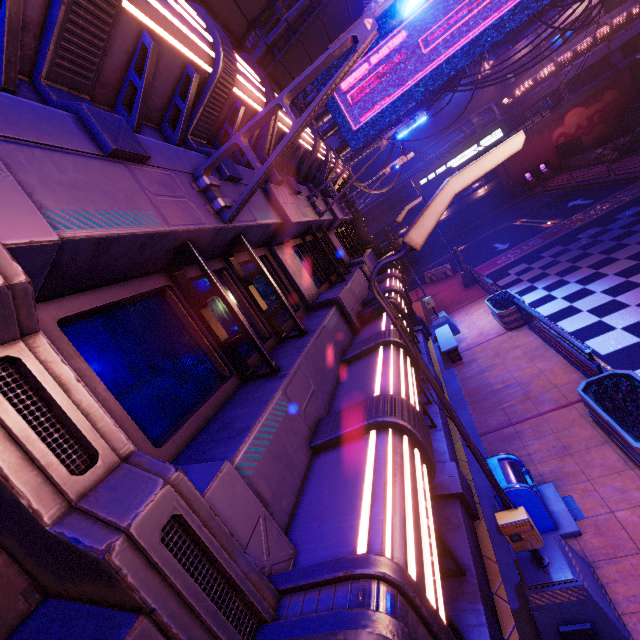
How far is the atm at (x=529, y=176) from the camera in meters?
36.2

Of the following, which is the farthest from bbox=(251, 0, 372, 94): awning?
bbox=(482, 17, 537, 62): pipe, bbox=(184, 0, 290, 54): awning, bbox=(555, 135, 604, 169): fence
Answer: bbox=(555, 135, 604, 169): fence

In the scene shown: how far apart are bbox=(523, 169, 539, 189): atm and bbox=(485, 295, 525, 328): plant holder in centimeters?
3076cm

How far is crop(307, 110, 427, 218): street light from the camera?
7.1m

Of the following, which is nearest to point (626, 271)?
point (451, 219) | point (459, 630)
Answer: point (459, 630)

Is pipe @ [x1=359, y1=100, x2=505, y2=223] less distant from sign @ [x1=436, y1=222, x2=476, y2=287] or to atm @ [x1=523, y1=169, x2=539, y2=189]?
atm @ [x1=523, y1=169, x2=539, y2=189]

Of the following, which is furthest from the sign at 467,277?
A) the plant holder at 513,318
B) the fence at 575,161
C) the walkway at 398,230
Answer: the walkway at 398,230

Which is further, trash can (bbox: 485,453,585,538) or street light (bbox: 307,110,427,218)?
street light (bbox: 307,110,427,218)
